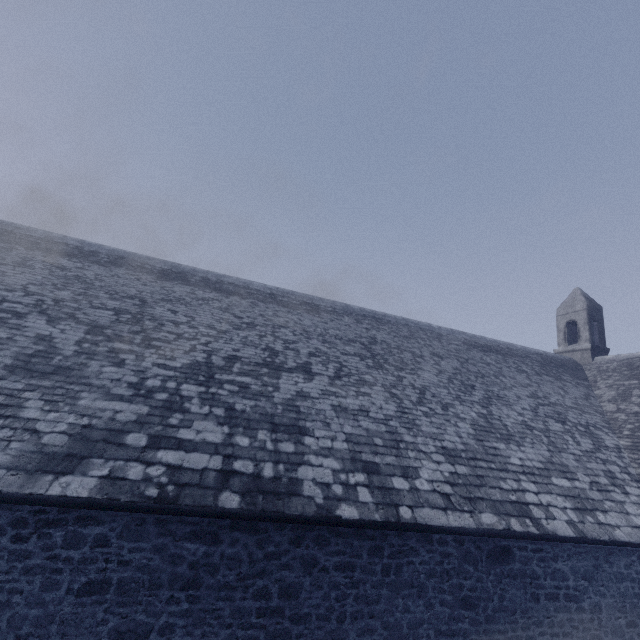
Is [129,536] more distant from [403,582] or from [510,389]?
[510,389]
